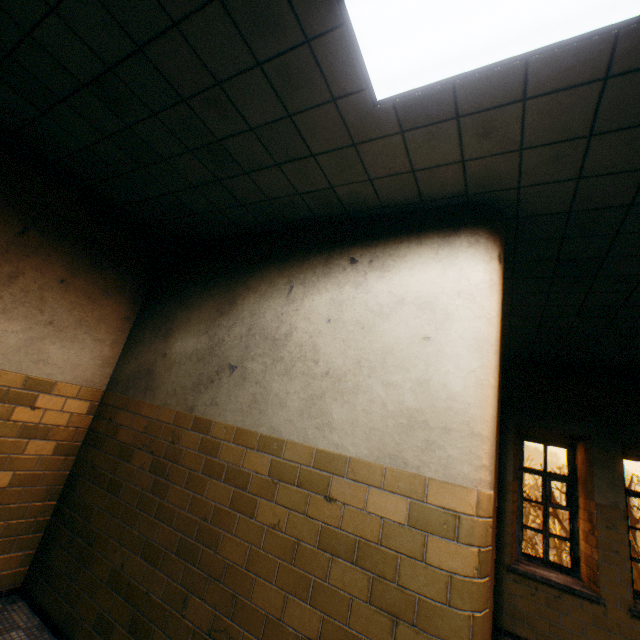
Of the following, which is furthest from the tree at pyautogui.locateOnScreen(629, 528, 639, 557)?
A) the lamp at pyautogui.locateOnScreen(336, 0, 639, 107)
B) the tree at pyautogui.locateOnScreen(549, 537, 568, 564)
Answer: the lamp at pyautogui.locateOnScreen(336, 0, 639, 107)

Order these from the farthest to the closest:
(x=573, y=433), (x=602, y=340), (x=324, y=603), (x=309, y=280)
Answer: (x=573, y=433)
(x=602, y=340)
(x=309, y=280)
(x=324, y=603)

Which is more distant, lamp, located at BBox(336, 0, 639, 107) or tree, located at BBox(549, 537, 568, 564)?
tree, located at BBox(549, 537, 568, 564)

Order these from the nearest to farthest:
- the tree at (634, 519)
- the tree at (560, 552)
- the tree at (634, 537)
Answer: the tree at (634, 537) < the tree at (634, 519) < the tree at (560, 552)

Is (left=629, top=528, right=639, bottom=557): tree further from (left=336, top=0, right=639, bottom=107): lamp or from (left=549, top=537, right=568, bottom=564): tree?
(left=336, top=0, right=639, bottom=107): lamp

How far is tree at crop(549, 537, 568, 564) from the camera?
19.5m

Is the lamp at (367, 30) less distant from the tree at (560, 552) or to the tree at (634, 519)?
the tree at (634, 519)

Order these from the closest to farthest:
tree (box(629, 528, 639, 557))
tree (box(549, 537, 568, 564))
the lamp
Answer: the lamp, tree (box(629, 528, 639, 557)), tree (box(549, 537, 568, 564))
